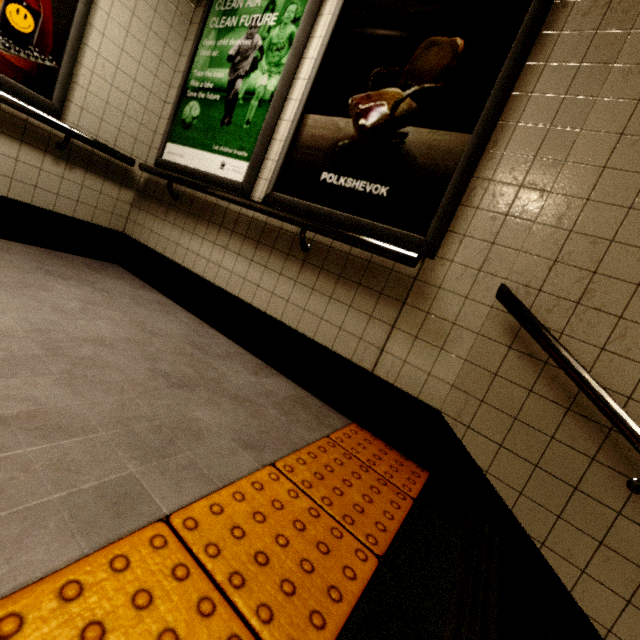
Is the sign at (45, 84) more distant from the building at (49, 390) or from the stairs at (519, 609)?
the stairs at (519, 609)

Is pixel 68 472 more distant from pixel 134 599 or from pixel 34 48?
pixel 34 48

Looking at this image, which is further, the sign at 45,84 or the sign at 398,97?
the sign at 45,84

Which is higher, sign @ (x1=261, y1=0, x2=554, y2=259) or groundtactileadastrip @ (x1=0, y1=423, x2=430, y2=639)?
sign @ (x1=261, y1=0, x2=554, y2=259)

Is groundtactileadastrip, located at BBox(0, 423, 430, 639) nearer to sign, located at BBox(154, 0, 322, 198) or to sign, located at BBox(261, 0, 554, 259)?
sign, located at BBox(261, 0, 554, 259)

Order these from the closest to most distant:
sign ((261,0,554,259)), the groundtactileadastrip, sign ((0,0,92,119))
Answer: the groundtactileadastrip
sign ((261,0,554,259))
sign ((0,0,92,119))

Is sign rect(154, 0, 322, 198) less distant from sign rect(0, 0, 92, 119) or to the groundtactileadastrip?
sign rect(0, 0, 92, 119)

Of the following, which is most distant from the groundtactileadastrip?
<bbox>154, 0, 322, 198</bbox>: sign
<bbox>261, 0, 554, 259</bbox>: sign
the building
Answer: <bbox>154, 0, 322, 198</bbox>: sign
